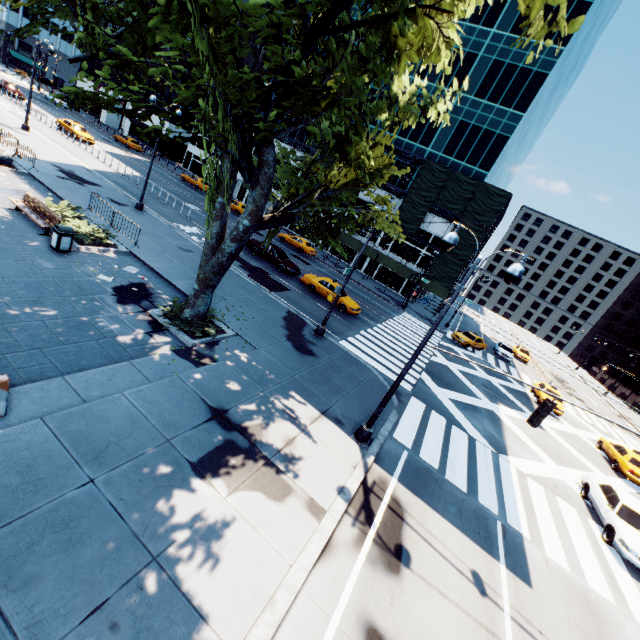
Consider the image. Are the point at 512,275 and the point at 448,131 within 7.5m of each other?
no

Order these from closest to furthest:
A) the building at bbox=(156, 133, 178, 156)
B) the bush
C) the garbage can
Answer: the garbage can
the bush
the building at bbox=(156, 133, 178, 156)

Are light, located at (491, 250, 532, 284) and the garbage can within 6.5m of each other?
no

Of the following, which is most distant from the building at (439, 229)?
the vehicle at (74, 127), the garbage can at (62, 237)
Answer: the garbage can at (62, 237)

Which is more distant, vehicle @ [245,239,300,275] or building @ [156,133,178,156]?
building @ [156,133,178,156]

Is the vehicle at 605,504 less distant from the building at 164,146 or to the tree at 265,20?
the tree at 265,20

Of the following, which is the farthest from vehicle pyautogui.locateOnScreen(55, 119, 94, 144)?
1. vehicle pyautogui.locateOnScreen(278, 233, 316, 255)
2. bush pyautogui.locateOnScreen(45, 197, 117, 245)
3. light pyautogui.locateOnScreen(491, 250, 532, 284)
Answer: light pyautogui.locateOnScreen(491, 250, 532, 284)

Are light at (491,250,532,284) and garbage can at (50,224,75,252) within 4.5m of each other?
no
